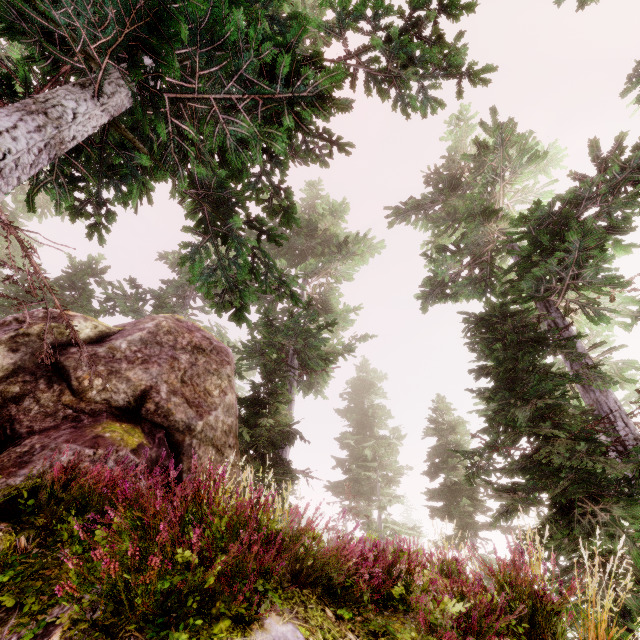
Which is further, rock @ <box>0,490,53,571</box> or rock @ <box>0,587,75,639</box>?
rock @ <box>0,490,53,571</box>

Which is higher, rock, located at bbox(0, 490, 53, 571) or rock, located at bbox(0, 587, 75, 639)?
rock, located at bbox(0, 490, 53, 571)

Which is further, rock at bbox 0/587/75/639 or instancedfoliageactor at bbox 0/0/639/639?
instancedfoliageactor at bbox 0/0/639/639

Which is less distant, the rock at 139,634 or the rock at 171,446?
the rock at 139,634

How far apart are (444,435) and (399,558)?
16.8 meters

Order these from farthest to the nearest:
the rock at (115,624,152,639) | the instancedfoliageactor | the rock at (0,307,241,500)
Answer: the rock at (0,307,241,500), the instancedfoliageactor, the rock at (115,624,152,639)

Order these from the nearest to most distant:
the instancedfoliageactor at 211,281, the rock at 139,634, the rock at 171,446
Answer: the rock at 139,634
the instancedfoliageactor at 211,281
the rock at 171,446
